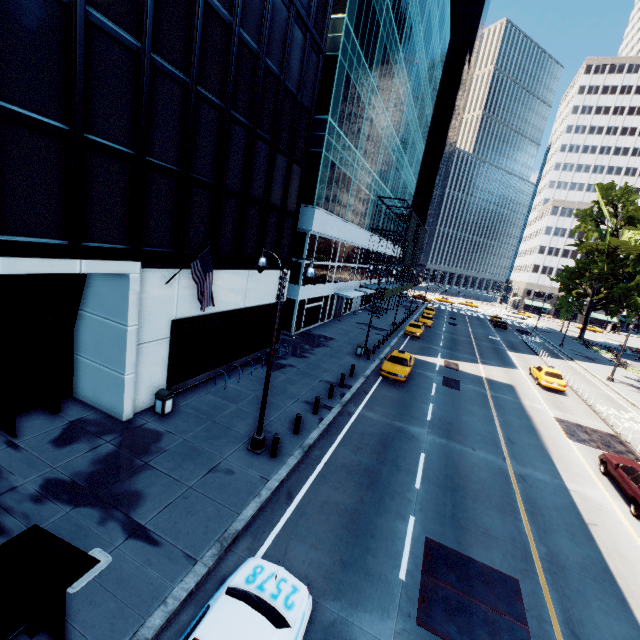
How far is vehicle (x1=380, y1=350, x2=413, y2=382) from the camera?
21.8 meters

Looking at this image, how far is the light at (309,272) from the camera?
10.4m

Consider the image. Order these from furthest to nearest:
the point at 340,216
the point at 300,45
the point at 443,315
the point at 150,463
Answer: the point at 443,315 < the point at 340,216 < the point at 300,45 < the point at 150,463

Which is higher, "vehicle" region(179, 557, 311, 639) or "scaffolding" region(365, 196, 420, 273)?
"scaffolding" region(365, 196, 420, 273)

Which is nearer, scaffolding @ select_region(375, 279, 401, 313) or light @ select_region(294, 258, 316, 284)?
light @ select_region(294, 258, 316, 284)

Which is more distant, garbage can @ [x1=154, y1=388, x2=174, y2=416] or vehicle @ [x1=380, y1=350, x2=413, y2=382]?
vehicle @ [x1=380, y1=350, x2=413, y2=382]

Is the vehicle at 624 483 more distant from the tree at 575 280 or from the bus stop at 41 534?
the bus stop at 41 534

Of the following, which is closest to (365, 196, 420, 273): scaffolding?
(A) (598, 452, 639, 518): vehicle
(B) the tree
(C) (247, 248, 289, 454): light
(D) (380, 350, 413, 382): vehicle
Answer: (D) (380, 350, 413, 382): vehicle
